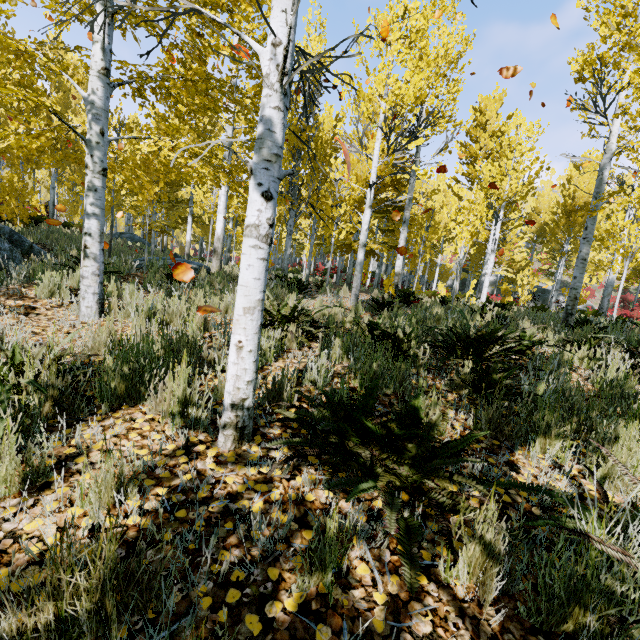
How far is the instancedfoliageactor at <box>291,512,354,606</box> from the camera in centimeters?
126cm

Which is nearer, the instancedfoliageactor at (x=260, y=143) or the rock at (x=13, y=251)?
the instancedfoliageactor at (x=260, y=143)

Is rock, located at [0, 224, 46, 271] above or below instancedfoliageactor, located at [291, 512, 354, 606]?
above

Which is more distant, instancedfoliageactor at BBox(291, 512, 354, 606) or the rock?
the rock

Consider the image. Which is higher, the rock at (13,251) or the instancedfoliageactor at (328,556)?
the rock at (13,251)

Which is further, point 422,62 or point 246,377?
point 422,62

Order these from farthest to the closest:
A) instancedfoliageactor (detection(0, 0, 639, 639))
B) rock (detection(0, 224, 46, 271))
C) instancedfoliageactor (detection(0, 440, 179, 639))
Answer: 1. rock (detection(0, 224, 46, 271))
2. instancedfoliageactor (detection(0, 0, 639, 639))
3. instancedfoliageactor (detection(0, 440, 179, 639))
